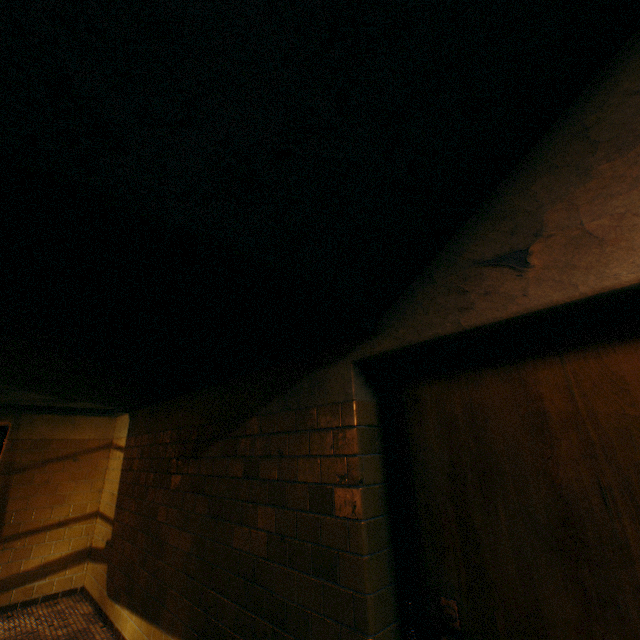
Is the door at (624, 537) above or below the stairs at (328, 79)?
below

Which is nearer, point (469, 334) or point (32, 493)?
point (469, 334)

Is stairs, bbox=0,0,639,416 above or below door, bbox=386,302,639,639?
above
